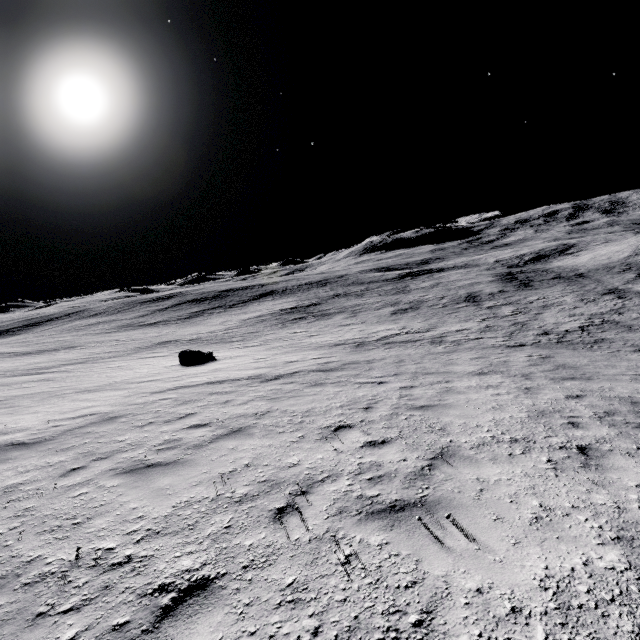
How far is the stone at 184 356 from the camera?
18.3 meters

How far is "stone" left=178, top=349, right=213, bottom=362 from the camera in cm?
1831

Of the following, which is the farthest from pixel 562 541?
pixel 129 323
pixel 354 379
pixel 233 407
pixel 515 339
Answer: pixel 129 323
